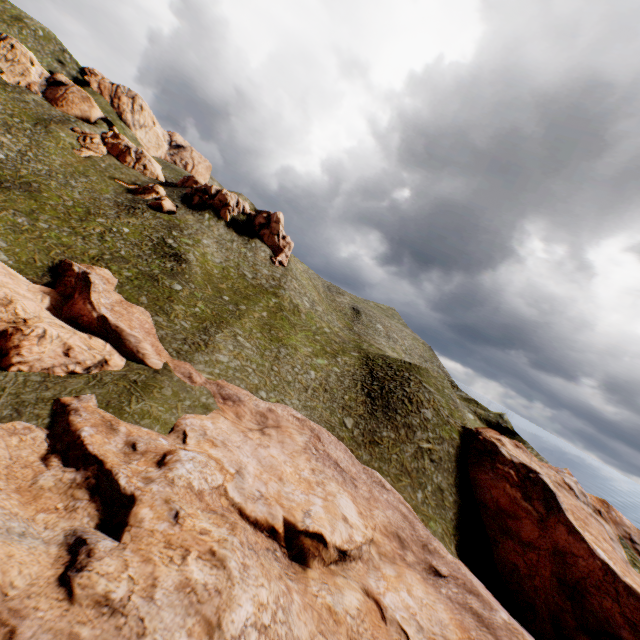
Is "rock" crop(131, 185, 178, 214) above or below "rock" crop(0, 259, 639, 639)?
above

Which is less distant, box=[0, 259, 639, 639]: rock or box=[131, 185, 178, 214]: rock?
box=[0, 259, 639, 639]: rock

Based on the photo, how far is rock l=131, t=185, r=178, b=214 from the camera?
54.6 meters

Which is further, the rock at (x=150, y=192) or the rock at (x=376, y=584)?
the rock at (x=150, y=192)

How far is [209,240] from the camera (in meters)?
56.38

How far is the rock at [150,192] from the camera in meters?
54.6 m
